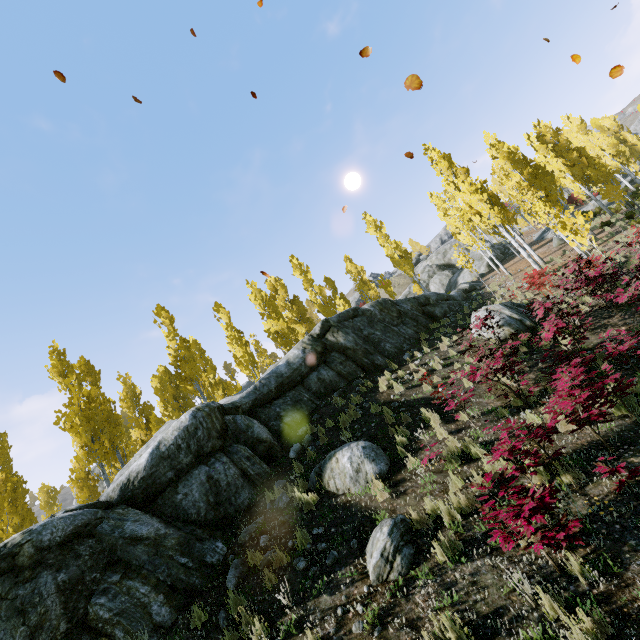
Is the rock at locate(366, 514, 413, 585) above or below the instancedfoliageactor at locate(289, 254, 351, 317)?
below

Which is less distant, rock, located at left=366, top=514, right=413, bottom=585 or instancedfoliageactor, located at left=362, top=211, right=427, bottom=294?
rock, located at left=366, top=514, right=413, bottom=585

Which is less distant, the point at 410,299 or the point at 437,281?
the point at 410,299

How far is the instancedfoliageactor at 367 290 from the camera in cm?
2845

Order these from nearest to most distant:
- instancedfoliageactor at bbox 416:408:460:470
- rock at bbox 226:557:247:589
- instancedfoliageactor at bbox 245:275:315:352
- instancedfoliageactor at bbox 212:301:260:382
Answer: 1. rock at bbox 226:557:247:589
2. instancedfoliageactor at bbox 416:408:460:470
3. instancedfoliageactor at bbox 212:301:260:382
4. instancedfoliageactor at bbox 245:275:315:352

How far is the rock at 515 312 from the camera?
12.2 meters

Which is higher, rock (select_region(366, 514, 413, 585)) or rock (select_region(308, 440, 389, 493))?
rock (select_region(308, 440, 389, 493))
